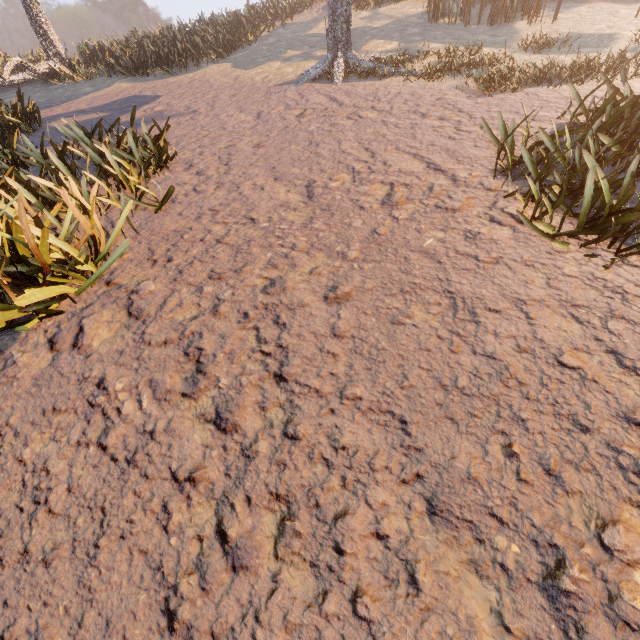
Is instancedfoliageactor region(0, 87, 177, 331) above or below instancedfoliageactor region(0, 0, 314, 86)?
below

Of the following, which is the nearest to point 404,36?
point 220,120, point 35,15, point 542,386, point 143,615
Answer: point 220,120

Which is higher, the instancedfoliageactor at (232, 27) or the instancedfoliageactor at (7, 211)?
the instancedfoliageactor at (232, 27)

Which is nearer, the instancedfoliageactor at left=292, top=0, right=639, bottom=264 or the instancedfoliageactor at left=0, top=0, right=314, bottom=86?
the instancedfoliageactor at left=292, top=0, right=639, bottom=264

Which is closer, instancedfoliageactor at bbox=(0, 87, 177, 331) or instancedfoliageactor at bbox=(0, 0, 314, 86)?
instancedfoliageactor at bbox=(0, 87, 177, 331)

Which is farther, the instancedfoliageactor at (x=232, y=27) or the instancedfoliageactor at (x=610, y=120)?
the instancedfoliageactor at (x=232, y=27)
